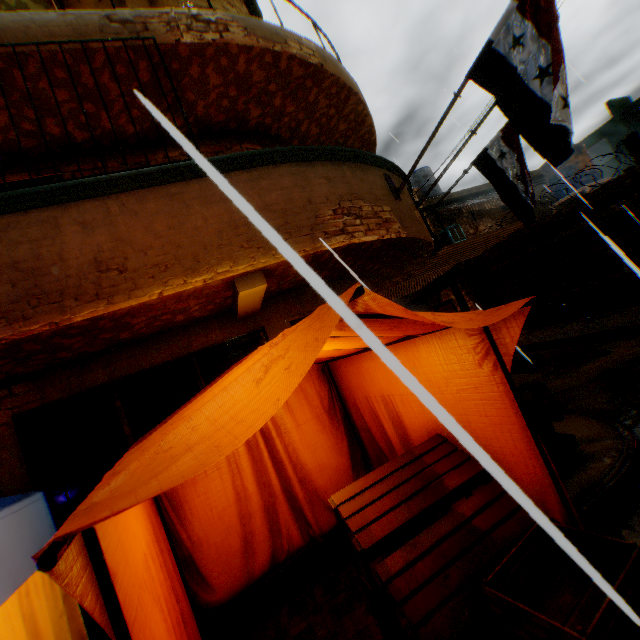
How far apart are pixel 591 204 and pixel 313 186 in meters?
10.6 m

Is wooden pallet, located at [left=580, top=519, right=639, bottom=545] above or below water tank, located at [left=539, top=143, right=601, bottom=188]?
below

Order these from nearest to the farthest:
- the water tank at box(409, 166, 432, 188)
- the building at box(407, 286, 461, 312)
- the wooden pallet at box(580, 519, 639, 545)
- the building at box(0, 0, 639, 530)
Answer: the wooden pallet at box(580, 519, 639, 545) → the building at box(0, 0, 639, 530) → the building at box(407, 286, 461, 312) → the water tank at box(409, 166, 432, 188)

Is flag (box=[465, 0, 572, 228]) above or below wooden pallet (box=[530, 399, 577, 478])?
above

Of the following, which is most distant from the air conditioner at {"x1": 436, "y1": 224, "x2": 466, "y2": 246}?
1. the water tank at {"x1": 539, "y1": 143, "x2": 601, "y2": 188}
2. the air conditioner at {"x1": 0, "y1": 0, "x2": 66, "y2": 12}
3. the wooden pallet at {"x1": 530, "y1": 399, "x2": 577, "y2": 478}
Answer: the air conditioner at {"x1": 0, "y1": 0, "x2": 66, "y2": 12}

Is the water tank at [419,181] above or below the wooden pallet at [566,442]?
above

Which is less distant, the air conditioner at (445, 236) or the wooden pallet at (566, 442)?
Result: the wooden pallet at (566, 442)

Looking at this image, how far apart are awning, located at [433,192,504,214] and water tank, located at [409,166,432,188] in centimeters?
220cm
